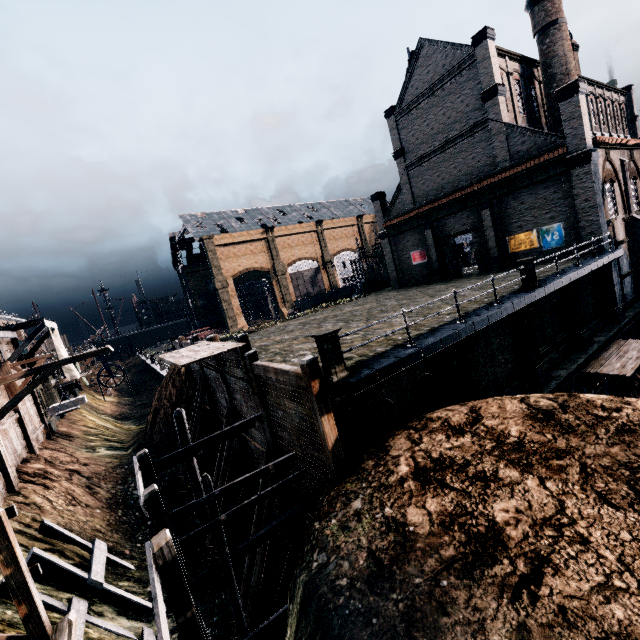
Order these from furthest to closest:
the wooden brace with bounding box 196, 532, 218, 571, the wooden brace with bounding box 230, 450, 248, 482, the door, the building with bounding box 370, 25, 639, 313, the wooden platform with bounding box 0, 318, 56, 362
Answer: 1. the door
2. the building with bounding box 370, 25, 639, 313
3. the wooden platform with bounding box 0, 318, 56, 362
4. the wooden brace with bounding box 230, 450, 248, 482
5. the wooden brace with bounding box 196, 532, 218, 571

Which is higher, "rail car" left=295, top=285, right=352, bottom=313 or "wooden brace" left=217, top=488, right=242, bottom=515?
"rail car" left=295, top=285, right=352, bottom=313

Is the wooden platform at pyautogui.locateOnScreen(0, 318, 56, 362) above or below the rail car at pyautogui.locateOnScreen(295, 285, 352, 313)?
above

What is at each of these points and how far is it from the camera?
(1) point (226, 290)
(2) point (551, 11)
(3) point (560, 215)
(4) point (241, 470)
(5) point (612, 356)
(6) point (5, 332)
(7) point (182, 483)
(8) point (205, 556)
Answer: (1) building, 58.2 meters
(2) chimney, 26.6 meters
(3) building, 23.9 meters
(4) wooden brace, 17.7 meters
(5) wooden platform, 18.5 meters
(6) wooden platform, 21.6 meters
(7) wooden brace, 20.5 meters
(8) wooden brace, 16.2 meters

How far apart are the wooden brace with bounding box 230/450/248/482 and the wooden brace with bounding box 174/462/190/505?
4.4m

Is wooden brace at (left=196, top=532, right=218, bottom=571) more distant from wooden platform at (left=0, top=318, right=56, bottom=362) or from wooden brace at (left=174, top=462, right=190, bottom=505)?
wooden platform at (left=0, top=318, right=56, bottom=362)

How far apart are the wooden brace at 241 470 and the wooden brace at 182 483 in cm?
438

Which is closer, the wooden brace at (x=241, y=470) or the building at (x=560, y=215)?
the wooden brace at (x=241, y=470)
